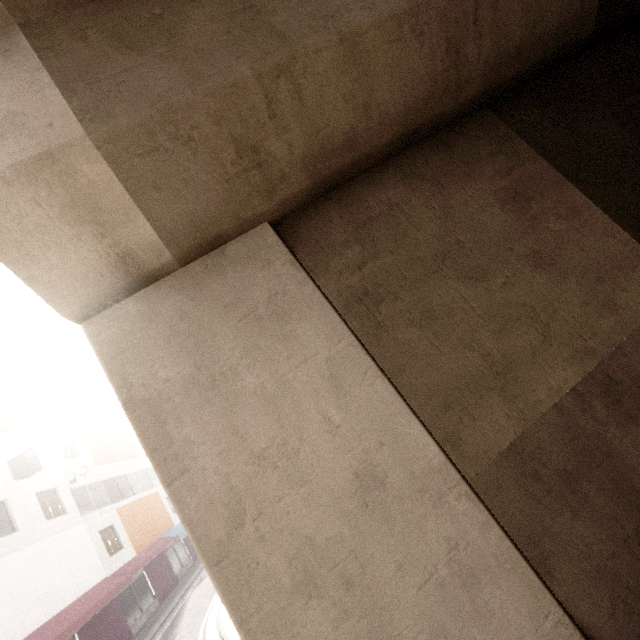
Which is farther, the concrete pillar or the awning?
the awning

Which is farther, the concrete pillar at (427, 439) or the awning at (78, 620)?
the awning at (78, 620)

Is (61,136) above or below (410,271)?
above
